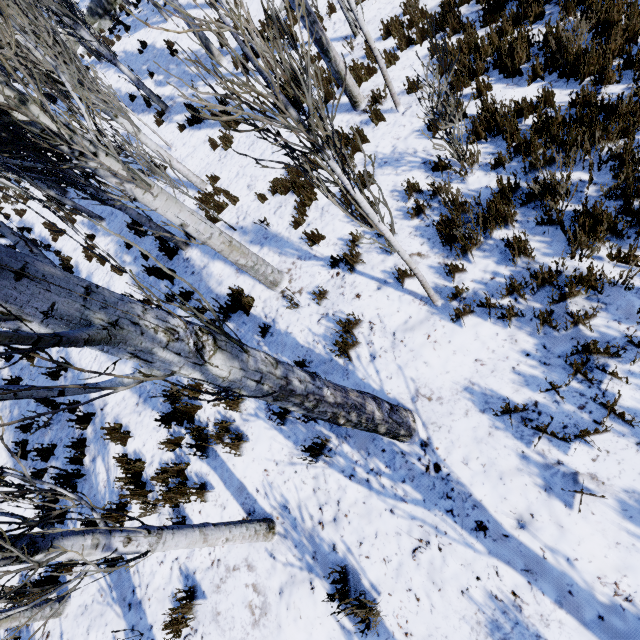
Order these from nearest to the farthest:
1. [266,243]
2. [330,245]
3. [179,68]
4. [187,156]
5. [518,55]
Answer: [518,55]
[330,245]
[266,243]
[187,156]
[179,68]

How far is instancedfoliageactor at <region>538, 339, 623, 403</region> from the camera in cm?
280

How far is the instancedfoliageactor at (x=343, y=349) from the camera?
4.17m

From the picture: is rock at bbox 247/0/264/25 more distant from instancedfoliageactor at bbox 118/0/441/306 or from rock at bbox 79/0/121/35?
rock at bbox 79/0/121/35

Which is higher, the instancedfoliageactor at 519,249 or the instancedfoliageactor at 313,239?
the instancedfoliageactor at 313,239
